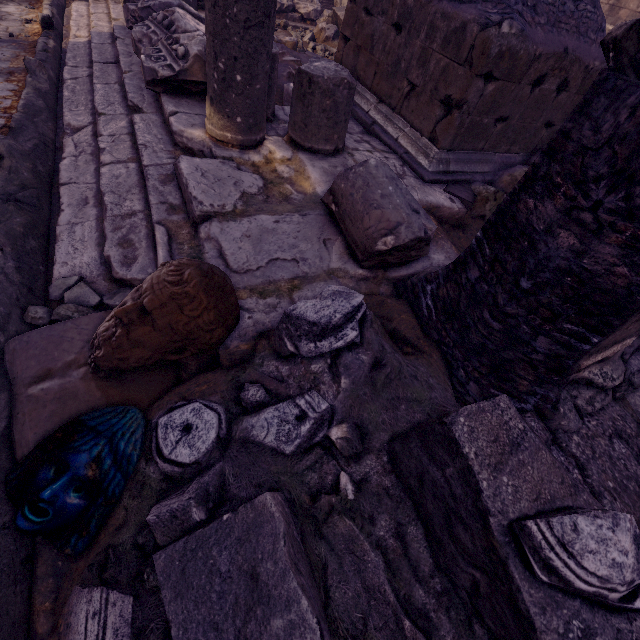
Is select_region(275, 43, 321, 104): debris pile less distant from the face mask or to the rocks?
the rocks

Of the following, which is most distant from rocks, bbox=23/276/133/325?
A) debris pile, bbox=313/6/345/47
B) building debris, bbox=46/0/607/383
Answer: debris pile, bbox=313/6/345/47

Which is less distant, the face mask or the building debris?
the face mask

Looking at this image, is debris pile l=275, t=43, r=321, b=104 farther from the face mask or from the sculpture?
the face mask

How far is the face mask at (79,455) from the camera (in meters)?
1.17

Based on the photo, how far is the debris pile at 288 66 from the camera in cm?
465

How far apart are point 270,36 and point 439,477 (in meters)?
2.79
